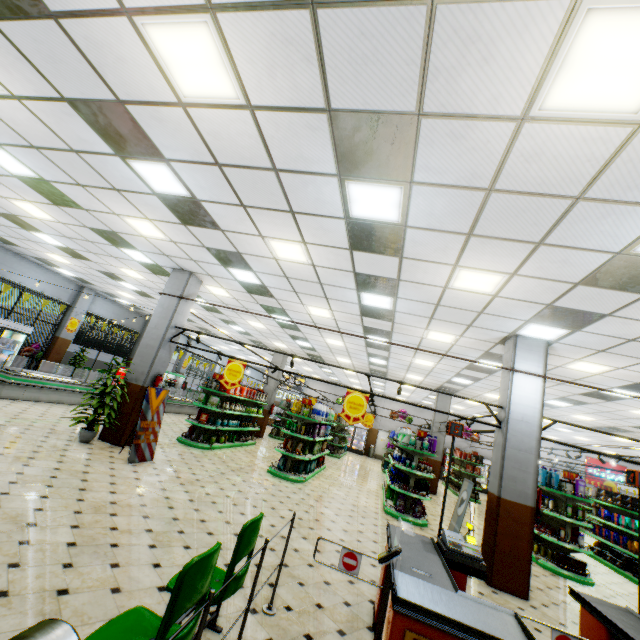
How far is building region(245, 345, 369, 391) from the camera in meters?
19.1 m

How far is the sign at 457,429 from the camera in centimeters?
450cm

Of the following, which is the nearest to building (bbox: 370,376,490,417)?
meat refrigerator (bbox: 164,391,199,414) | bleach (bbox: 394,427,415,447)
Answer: meat refrigerator (bbox: 164,391,199,414)

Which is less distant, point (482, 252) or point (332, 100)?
point (332, 100)

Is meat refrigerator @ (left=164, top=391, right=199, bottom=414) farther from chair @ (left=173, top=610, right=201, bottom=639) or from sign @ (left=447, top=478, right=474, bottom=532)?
chair @ (left=173, top=610, right=201, bottom=639)

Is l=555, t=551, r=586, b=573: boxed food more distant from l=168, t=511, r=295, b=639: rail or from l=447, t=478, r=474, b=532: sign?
l=168, t=511, r=295, b=639: rail

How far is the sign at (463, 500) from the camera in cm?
641

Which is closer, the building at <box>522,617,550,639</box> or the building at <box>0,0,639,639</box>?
the building at <box>0,0,639,639</box>
